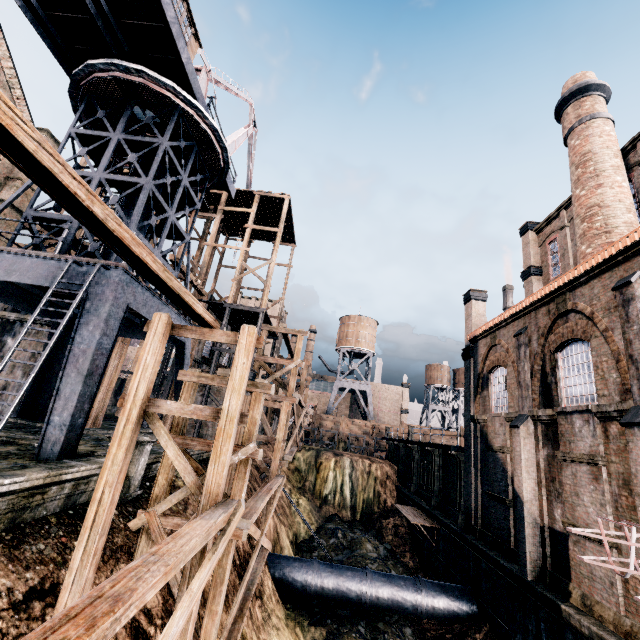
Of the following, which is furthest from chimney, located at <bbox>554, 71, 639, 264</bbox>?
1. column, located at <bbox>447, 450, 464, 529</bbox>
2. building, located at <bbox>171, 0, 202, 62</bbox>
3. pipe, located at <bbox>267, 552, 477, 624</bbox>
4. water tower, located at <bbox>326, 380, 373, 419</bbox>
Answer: water tower, located at <bbox>326, 380, 373, 419</bbox>

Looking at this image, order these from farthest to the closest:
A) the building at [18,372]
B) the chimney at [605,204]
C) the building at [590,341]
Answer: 1. the building at [18,372]
2. the chimney at [605,204]
3. the building at [590,341]

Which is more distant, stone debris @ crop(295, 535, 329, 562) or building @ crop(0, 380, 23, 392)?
stone debris @ crop(295, 535, 329, 562)

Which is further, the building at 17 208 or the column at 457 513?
the column at 457 513

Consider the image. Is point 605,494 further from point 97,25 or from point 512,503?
point 97,25

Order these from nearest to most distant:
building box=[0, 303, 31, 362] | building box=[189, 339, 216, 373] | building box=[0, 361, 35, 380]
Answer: building box=[0, 361, 35, 380] → building box=[0, 303, 31, 362] → building box=[189, 339, 216, 373]

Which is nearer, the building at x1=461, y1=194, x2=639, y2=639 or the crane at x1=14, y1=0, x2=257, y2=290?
the building at x1=461, y1=194, x2=639, y2=639

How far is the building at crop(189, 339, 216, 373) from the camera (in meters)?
26.28
